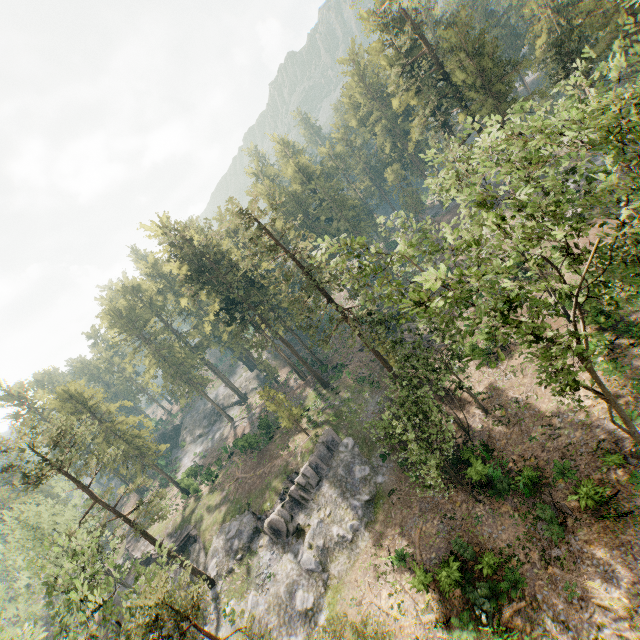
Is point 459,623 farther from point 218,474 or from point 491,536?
point 218,474

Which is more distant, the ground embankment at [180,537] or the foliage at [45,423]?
the ground embankment at [180,537]

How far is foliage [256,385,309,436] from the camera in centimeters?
3731cm

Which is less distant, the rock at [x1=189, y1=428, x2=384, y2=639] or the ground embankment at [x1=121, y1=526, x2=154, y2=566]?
the rock at [x1=189, y1=428, x2=384, y2=639]

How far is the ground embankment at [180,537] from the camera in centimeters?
4053cm

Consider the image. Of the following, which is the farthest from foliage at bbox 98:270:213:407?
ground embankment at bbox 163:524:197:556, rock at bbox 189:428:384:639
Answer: ground embankment at bbox 163:524:197:556

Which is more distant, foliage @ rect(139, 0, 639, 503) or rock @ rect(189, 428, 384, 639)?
rock @ rect(189, 428, 384, 639)
